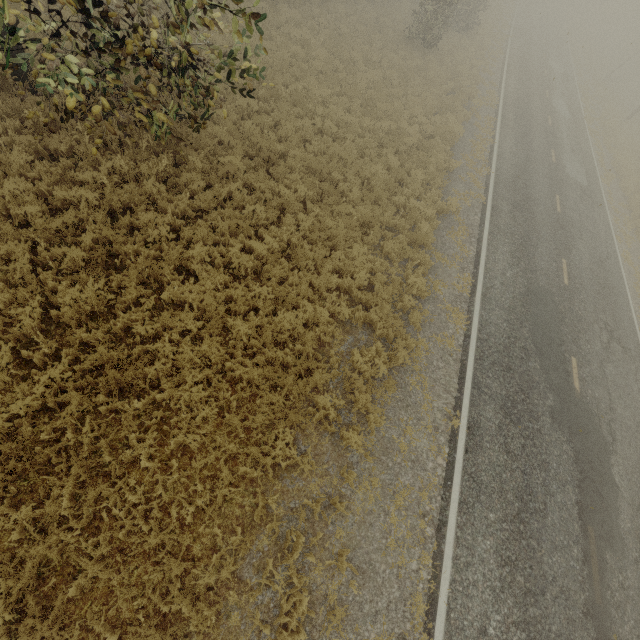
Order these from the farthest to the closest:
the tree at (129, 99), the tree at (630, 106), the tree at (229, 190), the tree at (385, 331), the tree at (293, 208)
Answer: the tree at (630, 106)
the tree at (293, 208)
the tree at (229, 190)
the tree at (385, 331)
the tree at (129, 99)

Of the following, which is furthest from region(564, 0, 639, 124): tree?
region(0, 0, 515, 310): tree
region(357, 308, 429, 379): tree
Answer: region(357, 308, 429, 379): tree

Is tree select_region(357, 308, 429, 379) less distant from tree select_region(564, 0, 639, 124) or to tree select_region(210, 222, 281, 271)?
tree select_region(210, 222, 281, 271)

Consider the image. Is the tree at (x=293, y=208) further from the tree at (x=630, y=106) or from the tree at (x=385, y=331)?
the tree at (x=630, y=106)

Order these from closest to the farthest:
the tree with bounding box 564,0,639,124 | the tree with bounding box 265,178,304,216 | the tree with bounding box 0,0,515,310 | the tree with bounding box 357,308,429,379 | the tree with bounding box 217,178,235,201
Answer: the tree with bounding box 0,0,515,310, the tree with bounding box 357,308,429,379, the tree with bounding box 217,178,235,201, the tree with bounding box 265,178,304,216, the tree with bounding box 564,0,639,124

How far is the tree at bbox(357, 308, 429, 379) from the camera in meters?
7.9 m

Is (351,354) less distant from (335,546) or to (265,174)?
(335,546)
